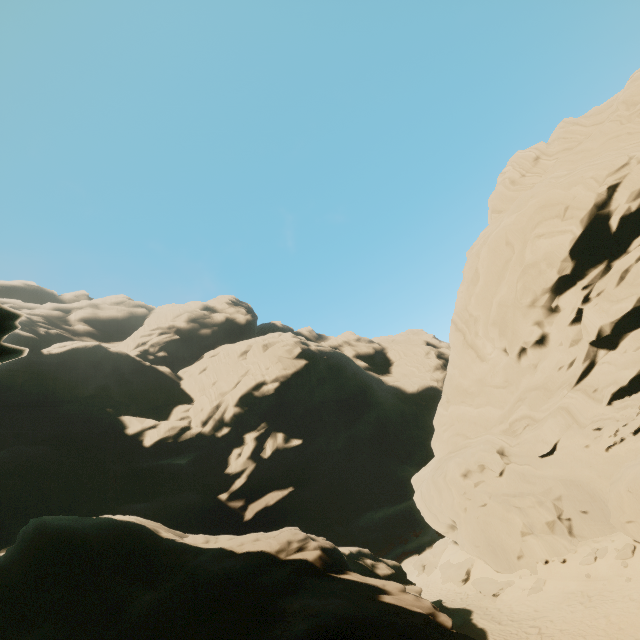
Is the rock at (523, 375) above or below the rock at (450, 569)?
above

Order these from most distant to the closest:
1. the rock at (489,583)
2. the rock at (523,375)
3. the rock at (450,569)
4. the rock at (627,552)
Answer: the rock at (450,569)
the rock at (489,583)
the rock at (627,552)
the rock at (523,375)

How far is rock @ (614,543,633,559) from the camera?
13.8m

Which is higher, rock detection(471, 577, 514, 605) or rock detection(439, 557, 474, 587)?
rock detection(439, 557, 474, 587)

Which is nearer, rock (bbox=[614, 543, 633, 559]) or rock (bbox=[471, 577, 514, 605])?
rock (bbox=[614, 543, 633, 559])

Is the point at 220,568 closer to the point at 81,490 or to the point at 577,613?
the point at 577,613

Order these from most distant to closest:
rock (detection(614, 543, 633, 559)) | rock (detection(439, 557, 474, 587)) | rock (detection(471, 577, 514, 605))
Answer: rock (detection(439, 557, 474, 587)) → rock (detection(471, 577, 514, 605)) → rock (detection(614, 543, 633, 559))
